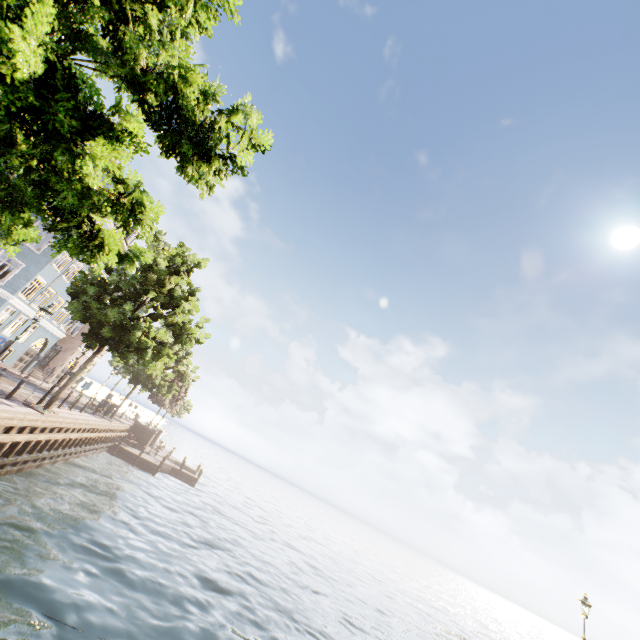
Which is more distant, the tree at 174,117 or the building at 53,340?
the building at 53,340

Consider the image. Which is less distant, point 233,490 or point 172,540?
point 172,540

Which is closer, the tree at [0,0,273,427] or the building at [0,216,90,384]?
the tree at [0,0,273,427]
